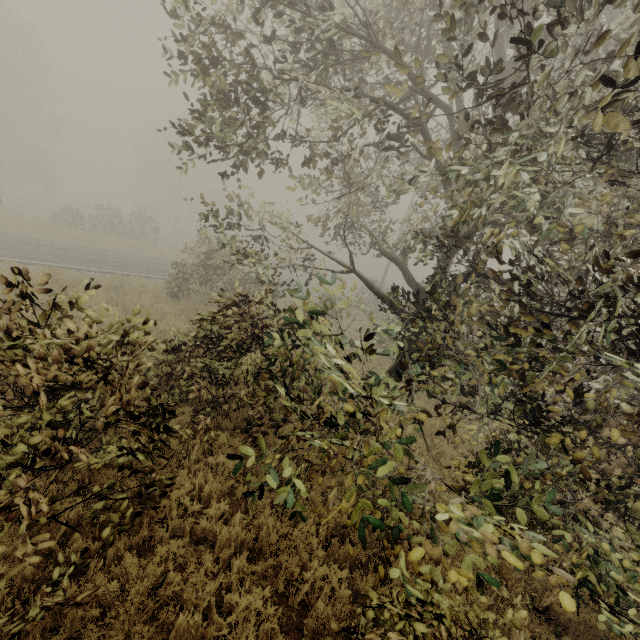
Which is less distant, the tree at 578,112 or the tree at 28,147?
the tree at 578,112

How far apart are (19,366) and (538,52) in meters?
4.4

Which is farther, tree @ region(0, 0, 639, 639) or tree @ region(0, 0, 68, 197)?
tree @ region(0, 0, 68, 197)
